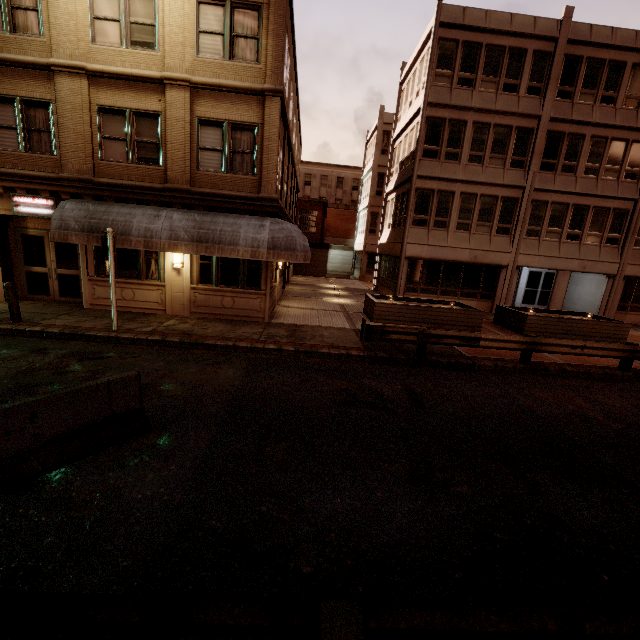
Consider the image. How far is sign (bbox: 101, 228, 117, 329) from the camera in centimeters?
940cm

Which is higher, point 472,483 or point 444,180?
point 444,180

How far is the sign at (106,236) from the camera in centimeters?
940cm

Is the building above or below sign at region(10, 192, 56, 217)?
below

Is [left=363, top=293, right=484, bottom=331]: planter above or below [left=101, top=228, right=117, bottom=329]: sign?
below

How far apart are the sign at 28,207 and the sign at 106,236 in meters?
3.9

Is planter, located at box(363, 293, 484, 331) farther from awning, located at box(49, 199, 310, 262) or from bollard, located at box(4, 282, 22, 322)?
bollard, located at box(4, 282, 22, 322)

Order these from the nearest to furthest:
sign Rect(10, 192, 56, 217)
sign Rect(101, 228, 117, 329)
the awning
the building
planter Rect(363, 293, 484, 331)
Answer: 1. sign Rect(101, 228, 117, 329)
2. the awning
3. sign Rect(10, 192, 56, 217)
4. the building
5. planter Rect(363, 293, 484, 331)
